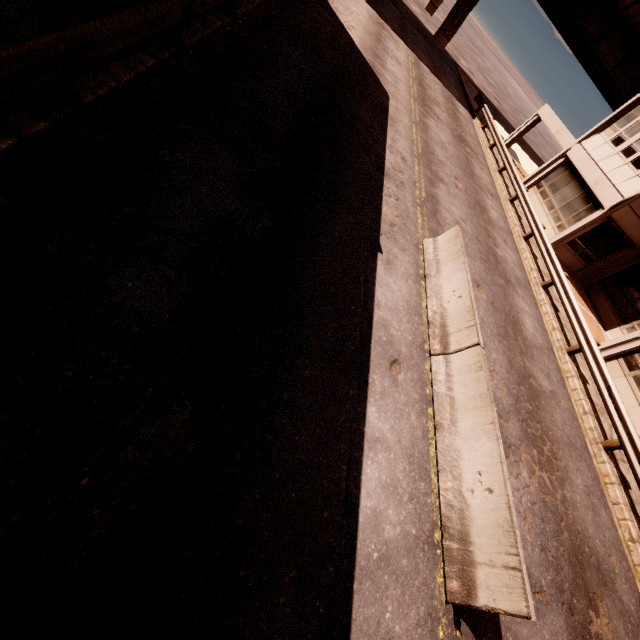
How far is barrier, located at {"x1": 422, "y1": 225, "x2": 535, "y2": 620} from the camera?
4.3m

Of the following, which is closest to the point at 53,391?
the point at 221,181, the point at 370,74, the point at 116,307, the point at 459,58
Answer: the point at 116,307

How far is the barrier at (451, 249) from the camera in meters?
4.3

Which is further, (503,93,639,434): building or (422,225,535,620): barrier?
(503,93,639,434): building

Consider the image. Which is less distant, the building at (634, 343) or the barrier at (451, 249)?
the barrier at (451, 249)
